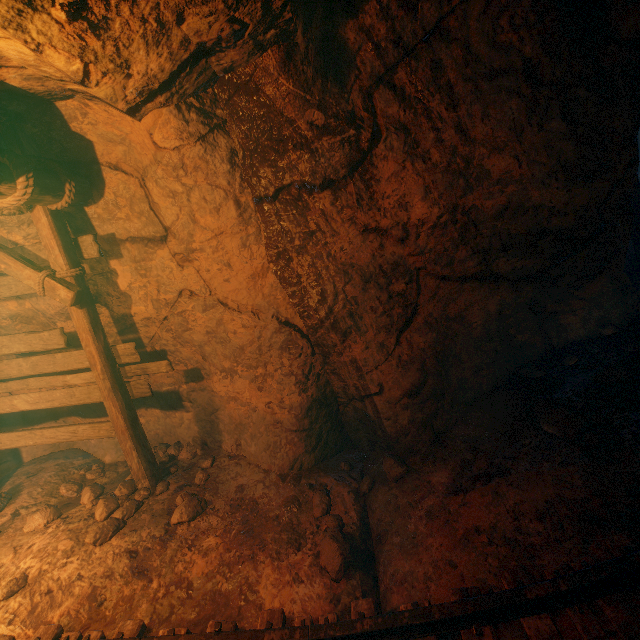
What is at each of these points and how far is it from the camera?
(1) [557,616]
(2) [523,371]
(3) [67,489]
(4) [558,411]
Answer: (1) cave, 2.1 meters
(2) instancedfoliageactor, 4.0 meters
(3) instancedfoliageactor, 4.6 meters
(4) instancedfoliageactor, 3.1 meters

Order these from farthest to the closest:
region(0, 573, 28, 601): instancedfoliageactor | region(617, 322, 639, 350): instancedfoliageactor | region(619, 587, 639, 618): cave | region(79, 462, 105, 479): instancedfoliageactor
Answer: region(79, 462, 105, 479): instancedfoliageactor, region(617, 322, 639, 350): instancedfoliageactor, region(0, 573, 28, 601): instancedfoliageactor, region(619, 587, 639, 618): cave

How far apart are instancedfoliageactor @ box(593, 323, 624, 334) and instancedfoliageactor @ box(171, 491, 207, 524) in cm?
531

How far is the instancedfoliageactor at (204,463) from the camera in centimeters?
427cm

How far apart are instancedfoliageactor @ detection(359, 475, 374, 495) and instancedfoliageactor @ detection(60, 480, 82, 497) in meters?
4.1 m

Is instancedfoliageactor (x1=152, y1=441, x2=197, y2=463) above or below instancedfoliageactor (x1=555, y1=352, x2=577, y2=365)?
above

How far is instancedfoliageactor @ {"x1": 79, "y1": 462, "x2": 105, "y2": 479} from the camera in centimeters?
482cm

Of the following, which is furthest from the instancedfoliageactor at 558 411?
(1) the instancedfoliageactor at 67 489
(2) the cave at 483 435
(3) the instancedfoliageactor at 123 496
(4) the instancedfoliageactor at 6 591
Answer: (1) the instancedfoliageactor at 67 489
